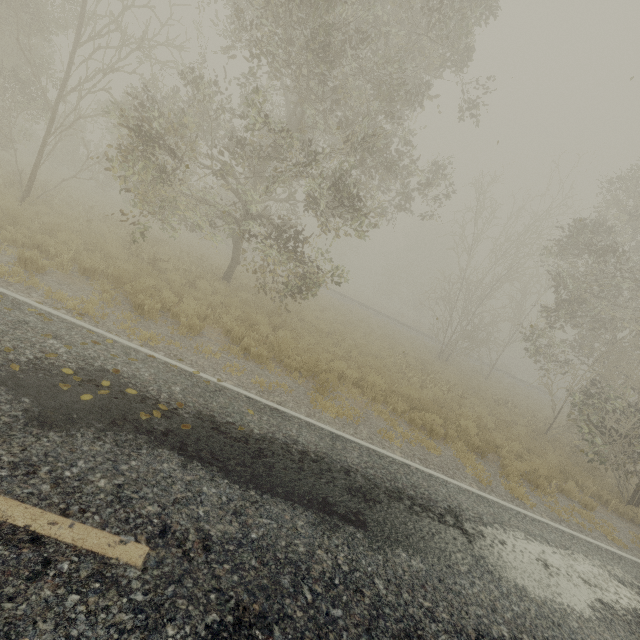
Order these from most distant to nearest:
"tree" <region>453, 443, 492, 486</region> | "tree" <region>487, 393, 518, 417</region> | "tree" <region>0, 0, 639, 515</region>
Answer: "tree" <region>487, 393, 518, 417</region> → "tree" <region>0, 0, 639, 515</region> → "tree" <region>453, 443, 492, 486</region>

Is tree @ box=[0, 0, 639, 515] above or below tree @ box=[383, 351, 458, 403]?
above

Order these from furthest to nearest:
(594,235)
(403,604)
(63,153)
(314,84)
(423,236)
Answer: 1. (423,236)
2. (63,153)
3. (594,235)
4. (314,84)
5. (403,604)

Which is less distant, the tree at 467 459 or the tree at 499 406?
the tree at 467 459

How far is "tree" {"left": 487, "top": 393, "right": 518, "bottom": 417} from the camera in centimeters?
1575cm

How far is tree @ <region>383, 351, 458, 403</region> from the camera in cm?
1288

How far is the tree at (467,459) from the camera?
7.8m
